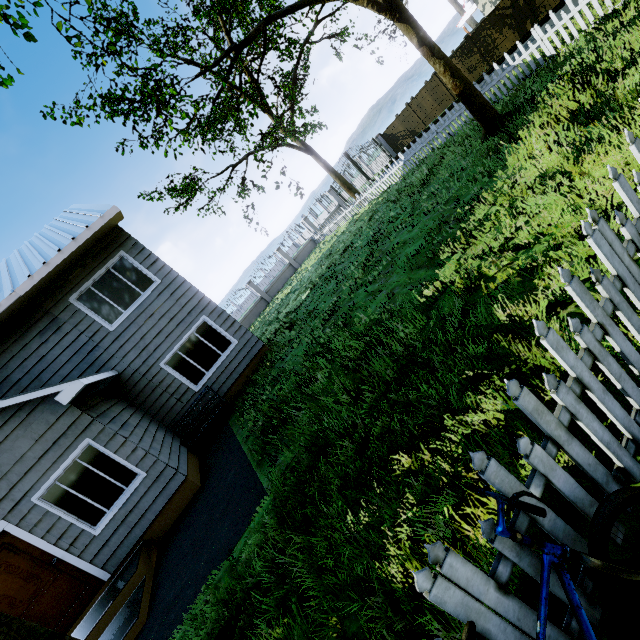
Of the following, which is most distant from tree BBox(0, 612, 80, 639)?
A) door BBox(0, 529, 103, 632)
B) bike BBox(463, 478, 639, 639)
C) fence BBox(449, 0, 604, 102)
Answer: door BBox(0, 529, 103, 632)

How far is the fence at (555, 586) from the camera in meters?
1.5 m

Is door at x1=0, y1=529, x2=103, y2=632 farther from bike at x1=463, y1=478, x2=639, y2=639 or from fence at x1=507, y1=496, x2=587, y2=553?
bike at x1=463, y1=478, x2=639, y2=639

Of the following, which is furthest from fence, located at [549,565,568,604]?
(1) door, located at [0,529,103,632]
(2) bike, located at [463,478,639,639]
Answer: (1) door, located at [0,529,103,632]

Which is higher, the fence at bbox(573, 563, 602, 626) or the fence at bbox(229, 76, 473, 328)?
the fence at bbox(229, 76, 473, 328)

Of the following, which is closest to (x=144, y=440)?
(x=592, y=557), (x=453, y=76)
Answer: (x=592, y=557)

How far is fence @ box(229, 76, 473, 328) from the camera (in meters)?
13.37
